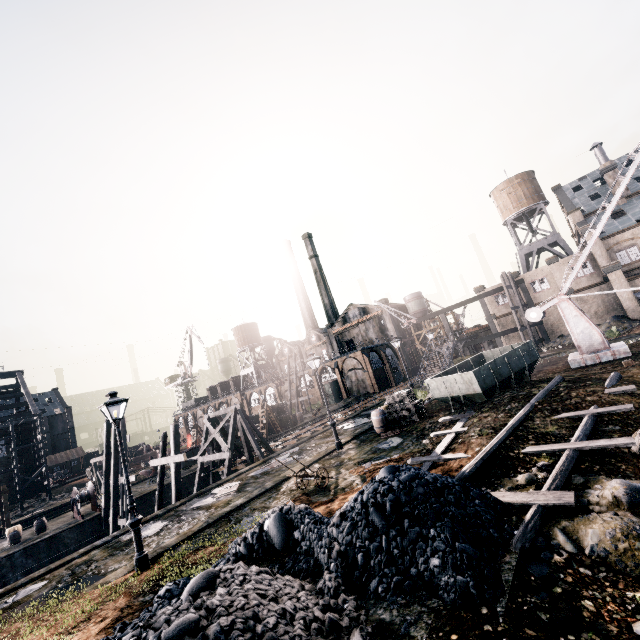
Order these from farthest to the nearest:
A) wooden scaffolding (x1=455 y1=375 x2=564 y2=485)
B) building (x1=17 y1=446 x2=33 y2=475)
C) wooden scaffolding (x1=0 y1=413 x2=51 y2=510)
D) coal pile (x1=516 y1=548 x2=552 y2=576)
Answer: building (x1=17 y1=446 x2=33 y2=475) → wooden scaffolding (x1=0 y1=413 x2=51 y2=510) → wooden scaffolding (x1=455 y1=375 x2=564 y2=485) → coal pile (x1=516 y1=548 x2=552 y2=576)

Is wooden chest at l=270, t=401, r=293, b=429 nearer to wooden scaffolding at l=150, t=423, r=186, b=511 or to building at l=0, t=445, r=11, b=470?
building at l=0, t=445, r=11, b=470

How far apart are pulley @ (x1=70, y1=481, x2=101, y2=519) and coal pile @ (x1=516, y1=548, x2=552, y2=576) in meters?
30.9

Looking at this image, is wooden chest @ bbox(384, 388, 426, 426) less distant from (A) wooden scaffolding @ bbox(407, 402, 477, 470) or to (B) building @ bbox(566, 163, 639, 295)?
(A) wooden scaffolding @ bbox(407, 402, 477, 470)

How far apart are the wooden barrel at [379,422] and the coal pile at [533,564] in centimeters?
1335cm

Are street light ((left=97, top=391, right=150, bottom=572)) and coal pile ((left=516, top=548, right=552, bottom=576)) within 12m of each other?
yes

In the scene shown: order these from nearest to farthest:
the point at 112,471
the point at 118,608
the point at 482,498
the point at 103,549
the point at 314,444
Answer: the point at 482,498
the point at 118,608
the point at 103,549
the point at 314,444
the point at 112,471

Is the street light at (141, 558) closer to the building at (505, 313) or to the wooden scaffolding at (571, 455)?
the wooden scaffolding at (571, 455)
